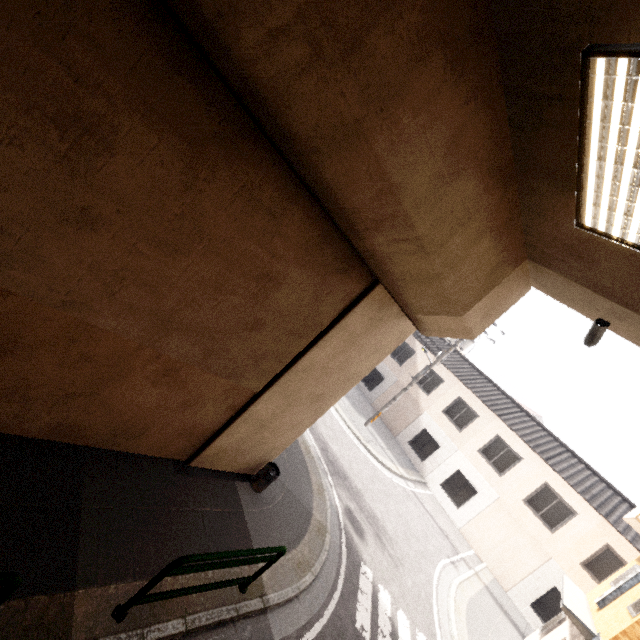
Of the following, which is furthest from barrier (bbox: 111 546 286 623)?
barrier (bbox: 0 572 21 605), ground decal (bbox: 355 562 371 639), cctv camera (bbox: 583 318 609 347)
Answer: cctv camera (bbox: 583 318 609 347)

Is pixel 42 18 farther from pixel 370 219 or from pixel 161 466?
pixel 161 466

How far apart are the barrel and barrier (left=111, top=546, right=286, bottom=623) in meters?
1.9 m

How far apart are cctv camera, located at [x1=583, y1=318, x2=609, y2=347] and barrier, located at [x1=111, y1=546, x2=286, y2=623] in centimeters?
574cm

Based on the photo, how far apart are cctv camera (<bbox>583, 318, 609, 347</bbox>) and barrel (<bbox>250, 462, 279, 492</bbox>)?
6.37m

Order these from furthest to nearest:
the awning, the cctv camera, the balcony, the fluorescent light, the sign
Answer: the balcony
the sign
the awning
the cctv camera
the fluorescent light

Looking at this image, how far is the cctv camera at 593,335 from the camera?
4.8m

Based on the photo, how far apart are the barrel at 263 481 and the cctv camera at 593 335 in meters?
6.4
